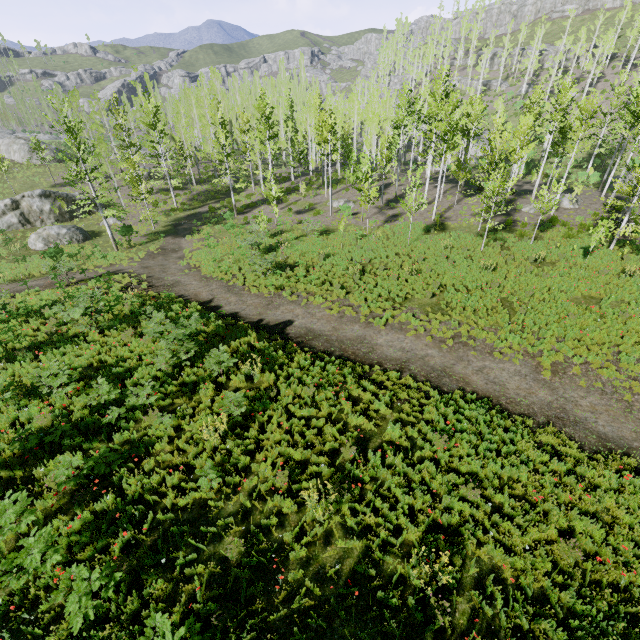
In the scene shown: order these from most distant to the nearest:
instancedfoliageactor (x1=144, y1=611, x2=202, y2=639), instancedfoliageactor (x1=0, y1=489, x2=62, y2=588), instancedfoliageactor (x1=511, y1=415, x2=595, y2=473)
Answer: instancedfoliageactor (x1=511, y1=415, x2=595, y2=473), instancedfoliageactor (x1=0, y1=489, x2=62, y2=588), instancedfoliageactor (x1=144, y1=611, x2=202, y2=639)

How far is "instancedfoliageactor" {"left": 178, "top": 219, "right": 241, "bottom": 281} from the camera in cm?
2106

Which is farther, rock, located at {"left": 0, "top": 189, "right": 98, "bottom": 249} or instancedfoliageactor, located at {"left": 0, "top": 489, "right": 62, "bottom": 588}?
rock, located at {"left": 0, "top": 189, "right": 98, "bottom": 249}

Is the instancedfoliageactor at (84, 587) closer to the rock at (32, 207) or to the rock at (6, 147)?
the rock at (32, 207)

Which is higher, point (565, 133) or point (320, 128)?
point (320, 128)

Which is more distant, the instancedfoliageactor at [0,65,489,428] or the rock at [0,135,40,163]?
the rock at [0,135,40,163]

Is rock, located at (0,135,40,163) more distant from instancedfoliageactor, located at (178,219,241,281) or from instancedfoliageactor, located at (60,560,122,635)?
instancedfoliageactor, located at (60,560,122,635)

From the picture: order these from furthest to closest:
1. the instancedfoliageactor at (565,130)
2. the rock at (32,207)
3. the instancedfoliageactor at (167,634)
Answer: the rock at (32,207) < the instancedfoliageactor at (565,130) < the instancedfoliageactor at (167,634)
